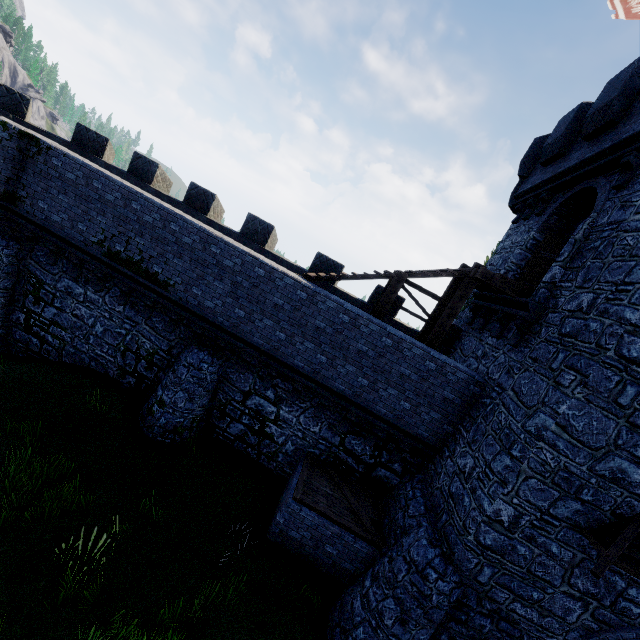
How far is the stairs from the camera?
10.30m

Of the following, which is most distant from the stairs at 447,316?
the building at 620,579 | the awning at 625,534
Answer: the awning at 625,534

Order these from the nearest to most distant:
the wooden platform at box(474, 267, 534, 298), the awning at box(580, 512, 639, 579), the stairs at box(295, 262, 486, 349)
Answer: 1. the awning at box(580, 512, 639, 579)
2. the wooden platform at box(474, 267, 534, 298)
3. the stairs at box(295, 262, 486, 349)

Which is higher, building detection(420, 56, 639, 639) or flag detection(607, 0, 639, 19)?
flag detection(607, 0, 639, 19)

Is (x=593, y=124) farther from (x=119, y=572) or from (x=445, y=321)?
(x=119, y=572)

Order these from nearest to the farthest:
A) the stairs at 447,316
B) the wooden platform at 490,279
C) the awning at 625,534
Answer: the awning at 625,534 → the wooden platform at 490,279 → the stairs at 447,316

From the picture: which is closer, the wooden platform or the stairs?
the wooden platform

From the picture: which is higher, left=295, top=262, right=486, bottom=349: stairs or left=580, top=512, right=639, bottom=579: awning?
left=295, top=262, right=486, bottom=349: stairs
